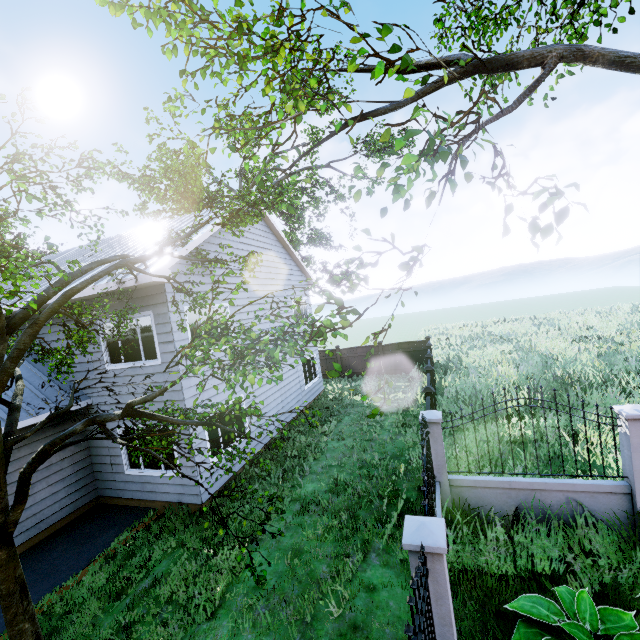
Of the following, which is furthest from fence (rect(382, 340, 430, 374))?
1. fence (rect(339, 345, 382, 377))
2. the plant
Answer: fence (rect(339, 345, 382, 377))

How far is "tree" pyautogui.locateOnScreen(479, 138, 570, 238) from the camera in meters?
2.2

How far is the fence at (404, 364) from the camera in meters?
18.6

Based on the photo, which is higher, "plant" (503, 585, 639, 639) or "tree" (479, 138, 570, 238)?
"tree" (479, 138, 570, 238)

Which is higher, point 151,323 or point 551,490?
point 151,323

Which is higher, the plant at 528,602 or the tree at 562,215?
the tree at 562,215

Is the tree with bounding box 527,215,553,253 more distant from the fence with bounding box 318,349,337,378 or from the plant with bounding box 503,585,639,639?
the plant with bounding box 503,585,639,639
